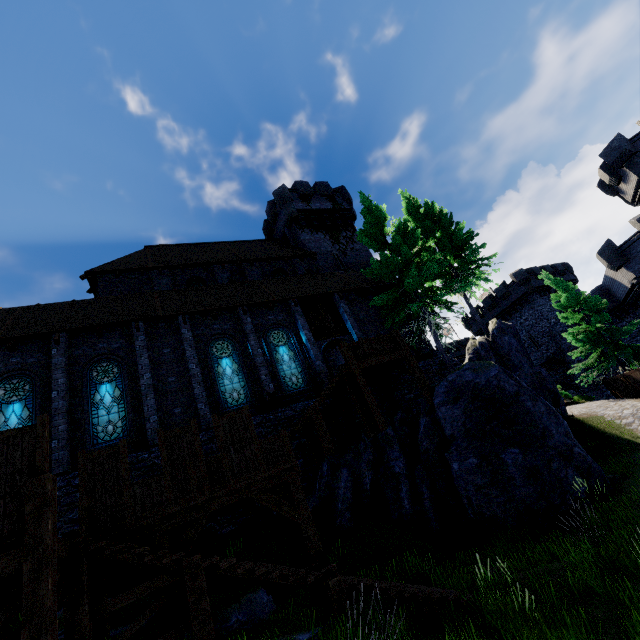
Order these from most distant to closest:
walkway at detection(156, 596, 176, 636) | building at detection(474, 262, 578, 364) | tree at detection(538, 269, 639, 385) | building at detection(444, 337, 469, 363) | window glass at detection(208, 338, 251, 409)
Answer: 1. building at detection(444, 337, 469, 363)
2. building at detection(474, 262, 578, 364)
3. tree at detection(538, 269, 639, 385)
4. window glass at detection(208, 338, 251, 409)
5. walkway at detection(156, 596, 176, 636)

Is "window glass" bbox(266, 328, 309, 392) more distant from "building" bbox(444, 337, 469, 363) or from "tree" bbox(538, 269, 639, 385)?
"building" bbox(444, 337, 469, 363)

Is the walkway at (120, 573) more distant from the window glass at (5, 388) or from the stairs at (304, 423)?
the window glass at (5, 388)

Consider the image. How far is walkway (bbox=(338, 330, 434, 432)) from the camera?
12.96m

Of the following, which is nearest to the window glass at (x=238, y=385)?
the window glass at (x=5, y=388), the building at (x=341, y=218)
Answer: the building at (x=341, y=218)

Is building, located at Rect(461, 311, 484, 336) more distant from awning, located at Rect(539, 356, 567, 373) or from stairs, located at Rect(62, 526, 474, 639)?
stairs, located at Rect(62, 526, 474, 639)

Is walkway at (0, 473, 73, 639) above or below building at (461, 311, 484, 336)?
below

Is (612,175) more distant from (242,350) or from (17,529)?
(17,529)
